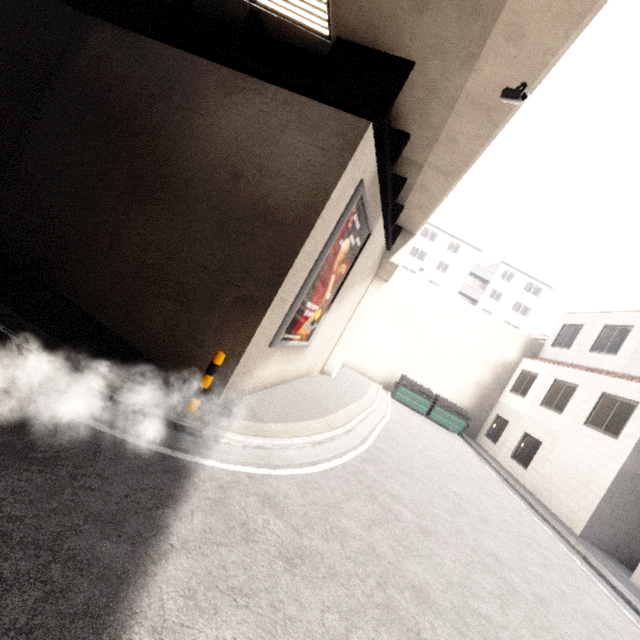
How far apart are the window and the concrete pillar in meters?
8.1 m

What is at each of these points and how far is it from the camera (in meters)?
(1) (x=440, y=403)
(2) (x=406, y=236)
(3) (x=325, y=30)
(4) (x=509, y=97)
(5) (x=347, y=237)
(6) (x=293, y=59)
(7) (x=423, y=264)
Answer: (1) dumpster, 18.11
(2) concrete pillar, 13.14
(3) fluorescent light, 5.78
(4) window, 4.88
(5) sign, 7.76
(6) platform underside, 6.58
(7) building, 43.84

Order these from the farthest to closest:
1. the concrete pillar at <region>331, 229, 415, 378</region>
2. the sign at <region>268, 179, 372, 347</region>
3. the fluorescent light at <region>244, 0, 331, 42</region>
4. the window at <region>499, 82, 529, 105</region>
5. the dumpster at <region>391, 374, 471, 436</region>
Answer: the dumpster at <region>391, 374, 471, 436</region> < the concrete pillar at <region>331, 229, 415, 378</region> < the sign at <region>268, 179, 372, 347</region> < the fluorescent light at <region>244, 0, 331, 42</region> < the window at <region>499, 82, 529, 105</region>

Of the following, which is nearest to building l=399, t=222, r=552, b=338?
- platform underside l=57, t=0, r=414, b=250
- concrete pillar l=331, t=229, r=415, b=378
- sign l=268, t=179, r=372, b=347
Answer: concrete pillar l=331, t=229, r=415, b=378

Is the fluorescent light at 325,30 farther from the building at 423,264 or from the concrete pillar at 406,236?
the building at 423,264

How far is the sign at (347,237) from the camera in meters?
6.8

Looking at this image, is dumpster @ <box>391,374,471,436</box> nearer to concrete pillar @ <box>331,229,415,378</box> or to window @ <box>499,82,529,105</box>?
concrete pillar @ <box>331,229,415,378</box>

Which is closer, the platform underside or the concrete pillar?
the platform underside
